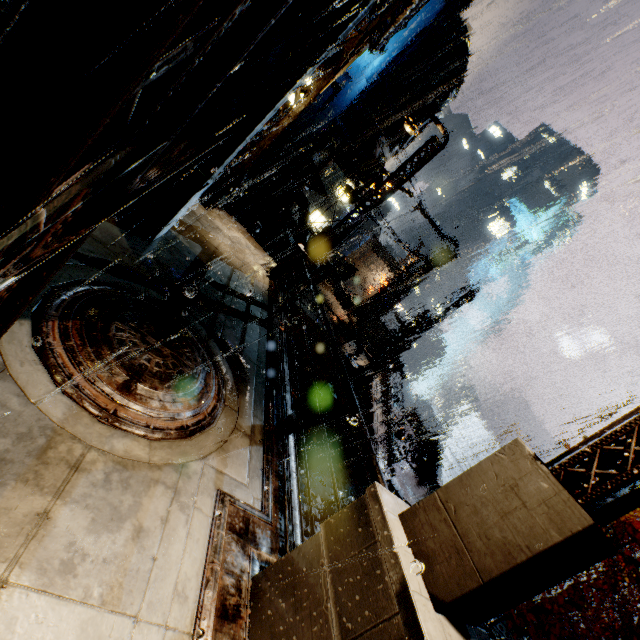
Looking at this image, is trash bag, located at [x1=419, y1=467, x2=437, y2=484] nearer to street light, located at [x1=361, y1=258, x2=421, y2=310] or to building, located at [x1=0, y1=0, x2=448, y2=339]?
building, located at [x1=0, y1=0, x2=448, y2=339]

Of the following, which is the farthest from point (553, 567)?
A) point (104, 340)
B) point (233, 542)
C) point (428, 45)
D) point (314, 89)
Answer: point (428, 45)

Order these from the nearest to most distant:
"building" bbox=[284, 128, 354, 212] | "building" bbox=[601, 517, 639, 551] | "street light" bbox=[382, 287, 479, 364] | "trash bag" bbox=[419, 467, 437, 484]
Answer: "building" bbox=[601, 517, 639, 551] → "street light" bbox=[382, 287, 479, 364] → "building" bbox=[284, 128, 354, 212] → "trash bag" bbox=[419, 467, 437, 484]

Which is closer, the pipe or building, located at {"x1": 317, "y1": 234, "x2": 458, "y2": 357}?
building, located at {"x1": 317, "y1": 234, "x2": 458, "y2": 357}

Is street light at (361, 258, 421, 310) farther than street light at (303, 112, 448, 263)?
Yes

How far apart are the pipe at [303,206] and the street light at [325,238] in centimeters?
1305cm

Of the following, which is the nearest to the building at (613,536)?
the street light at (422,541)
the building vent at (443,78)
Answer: the building vent at (443,78)

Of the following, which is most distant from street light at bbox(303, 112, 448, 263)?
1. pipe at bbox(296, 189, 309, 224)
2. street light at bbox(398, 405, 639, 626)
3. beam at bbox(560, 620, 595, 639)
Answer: beam at bbox(560, 620, 595, 639)
